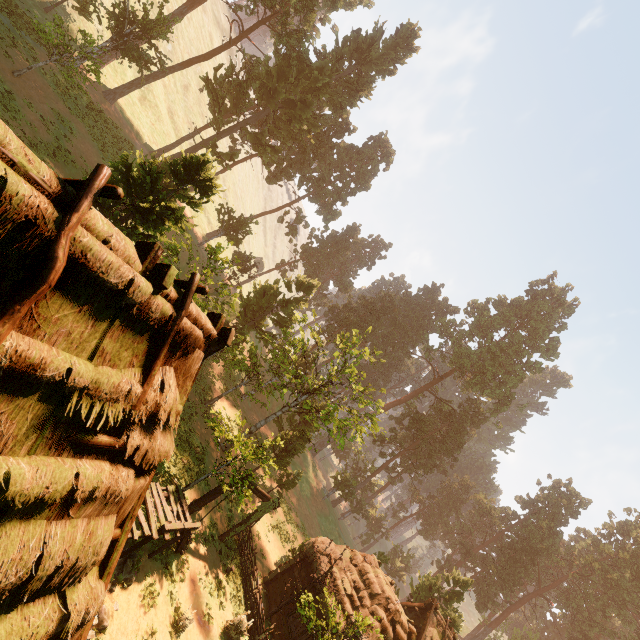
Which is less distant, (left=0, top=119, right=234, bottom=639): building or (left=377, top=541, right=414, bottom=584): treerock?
(left=0, top=119, right=234, bottom=639): building

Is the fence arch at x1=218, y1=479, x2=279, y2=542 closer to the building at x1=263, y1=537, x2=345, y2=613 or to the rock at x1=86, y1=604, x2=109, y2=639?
the building at x1=263, y1=537, x2=345, y2=613

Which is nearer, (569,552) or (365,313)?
(569,552)

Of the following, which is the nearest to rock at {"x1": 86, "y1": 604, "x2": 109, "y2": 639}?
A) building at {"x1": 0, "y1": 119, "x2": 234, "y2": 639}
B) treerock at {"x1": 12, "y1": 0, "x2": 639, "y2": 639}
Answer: building at {"x1": 0, "y1": 119, "x2": 234, "y2": 639}

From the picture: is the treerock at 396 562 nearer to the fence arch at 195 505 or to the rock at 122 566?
the fence arch at 195 505

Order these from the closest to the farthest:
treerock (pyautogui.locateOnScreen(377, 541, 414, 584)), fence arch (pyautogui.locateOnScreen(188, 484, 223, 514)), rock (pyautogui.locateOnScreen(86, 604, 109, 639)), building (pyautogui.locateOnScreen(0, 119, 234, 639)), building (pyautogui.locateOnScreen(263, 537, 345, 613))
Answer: building (pyautogui.locateOnScreen(0, 119, 234, 639))
rock (pyautogui.locateOnScreen(86, 604, 109, 639))
fence arch (pyautogui.locateOnScreen(188, 484, 223, 514))
building (pyautogui.locateOnScreen(263, 537, 345, 613))
treerock (pyautogui.locateOnScreen(377, 541, 414, 584))
